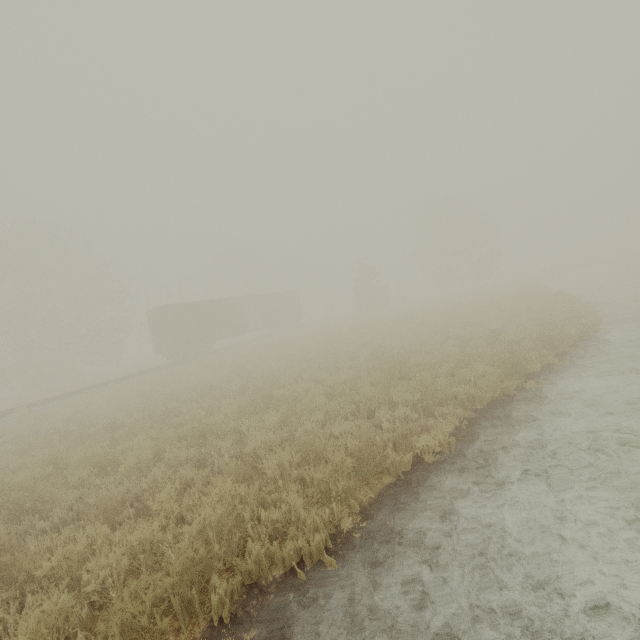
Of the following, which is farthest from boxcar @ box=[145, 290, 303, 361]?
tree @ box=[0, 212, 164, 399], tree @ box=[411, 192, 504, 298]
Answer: tree @ box=[411, 192, 504, 298]

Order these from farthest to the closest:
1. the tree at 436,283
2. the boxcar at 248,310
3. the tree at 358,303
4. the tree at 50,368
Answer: the tree at 436,283 → the tree at 358,303 → the tree at 50,368 → the boxcar at 248,310

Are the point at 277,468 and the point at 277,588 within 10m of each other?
yes

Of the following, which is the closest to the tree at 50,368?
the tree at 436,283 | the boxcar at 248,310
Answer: the boxcar at 248,310

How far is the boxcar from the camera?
25.8m

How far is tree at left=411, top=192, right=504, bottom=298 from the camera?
42.7m

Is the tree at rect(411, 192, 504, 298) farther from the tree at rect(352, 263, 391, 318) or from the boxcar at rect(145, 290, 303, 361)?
the boxcar at rect(145, 290, 303, 361)
